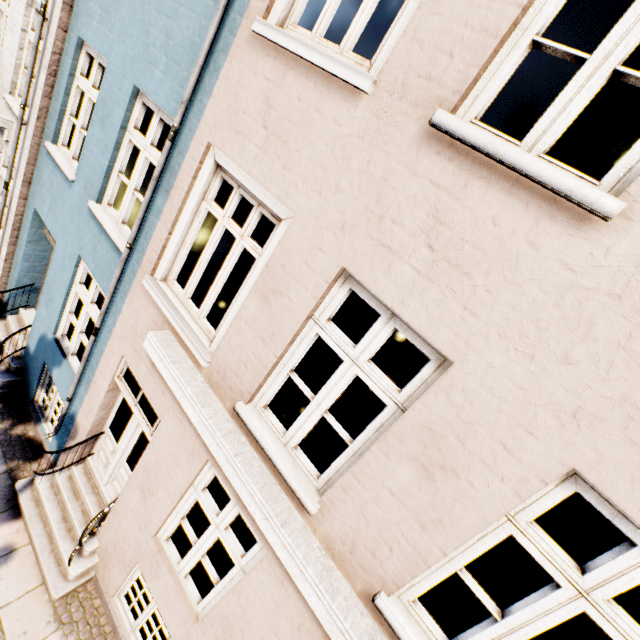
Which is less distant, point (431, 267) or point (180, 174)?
point (431, 267)
